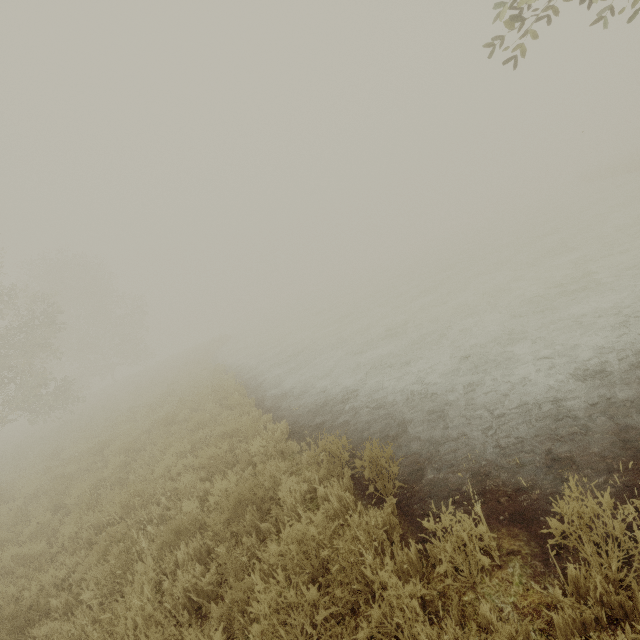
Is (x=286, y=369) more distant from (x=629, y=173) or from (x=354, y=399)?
(x=629, y=173)
